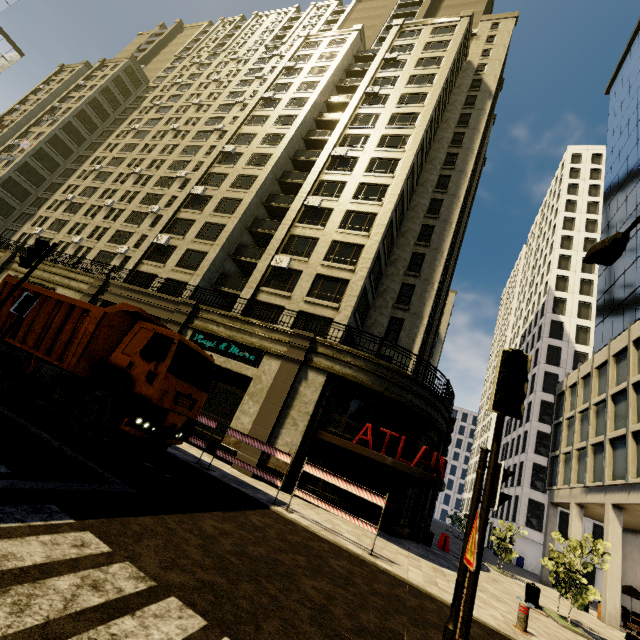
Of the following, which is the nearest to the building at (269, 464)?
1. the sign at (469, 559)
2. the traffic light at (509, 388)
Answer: the traffic light at (509, 388)

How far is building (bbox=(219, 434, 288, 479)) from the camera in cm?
1380

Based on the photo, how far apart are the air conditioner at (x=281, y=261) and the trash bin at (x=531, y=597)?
20.11m

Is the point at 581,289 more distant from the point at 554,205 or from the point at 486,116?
the point at 486,116

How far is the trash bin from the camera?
12.2 meters

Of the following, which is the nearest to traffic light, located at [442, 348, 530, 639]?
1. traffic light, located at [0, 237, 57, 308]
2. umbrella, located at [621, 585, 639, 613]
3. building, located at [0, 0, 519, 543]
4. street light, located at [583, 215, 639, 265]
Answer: street light, located at [583, 215, 639, 265]

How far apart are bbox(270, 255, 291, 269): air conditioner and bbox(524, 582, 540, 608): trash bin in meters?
Answer: 20.1
